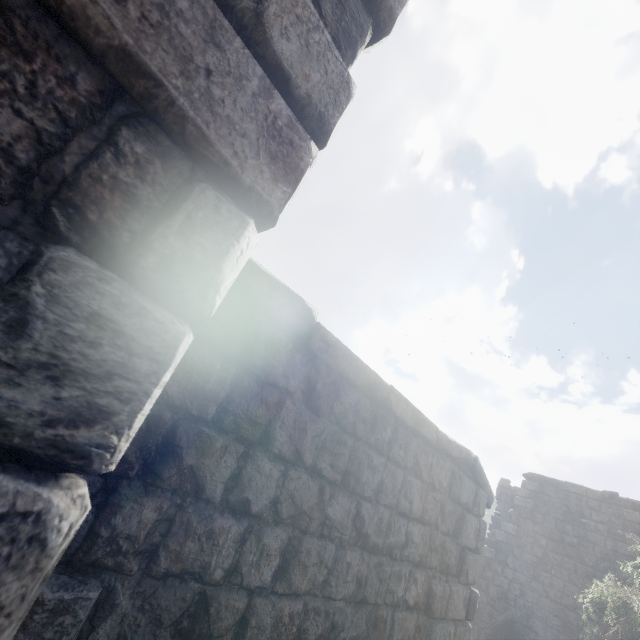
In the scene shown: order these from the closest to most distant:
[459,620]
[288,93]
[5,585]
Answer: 1. [5,585]
2. [288,93]
3. [459,620]
